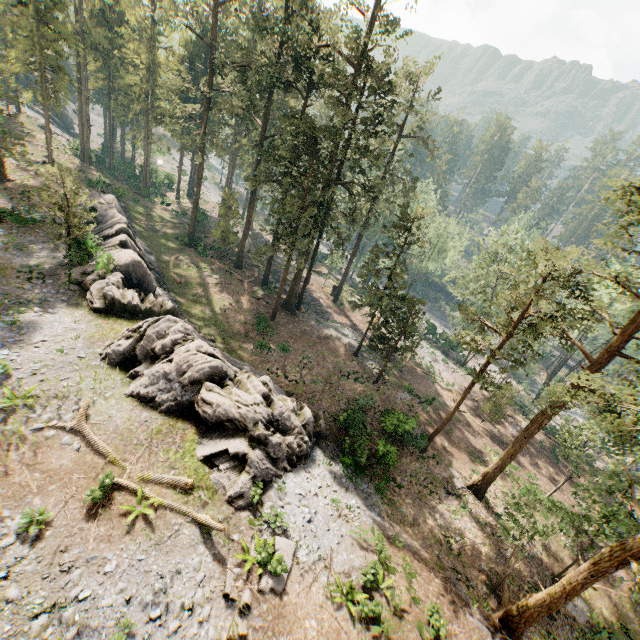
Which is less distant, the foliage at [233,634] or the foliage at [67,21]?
the foliage at [233,634]

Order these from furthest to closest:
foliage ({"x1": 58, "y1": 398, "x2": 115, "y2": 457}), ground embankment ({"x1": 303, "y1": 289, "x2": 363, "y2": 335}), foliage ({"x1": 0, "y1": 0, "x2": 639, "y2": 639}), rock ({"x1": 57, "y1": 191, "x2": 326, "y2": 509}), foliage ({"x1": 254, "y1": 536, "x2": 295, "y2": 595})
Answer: ground embankment ({"x1": 303, "y1": 289, "x2": 363, "y2": 335}) → foliage ({"x1": 0, "y1": 0, "x2": 639, "y2": 639}) → rock ({"x1": 57, "y1": 191, "x2": 326, "y2": 509}) → foliage ({"x1": 58, "y1": 398, "x2": 115, "y2": 457}) → foliage ({"x1": 254, "y1": 536, "x2": 295, "y2": 595})

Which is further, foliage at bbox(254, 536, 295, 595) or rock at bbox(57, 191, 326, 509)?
rock at bbox(57, 191, 326, 509)

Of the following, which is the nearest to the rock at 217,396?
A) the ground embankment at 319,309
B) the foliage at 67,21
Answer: the foliage at 67,21

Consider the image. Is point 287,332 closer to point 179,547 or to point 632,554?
point 179,547

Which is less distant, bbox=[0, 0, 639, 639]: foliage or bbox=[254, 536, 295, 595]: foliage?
bbox=[254, 536, 295, 595]: foliage

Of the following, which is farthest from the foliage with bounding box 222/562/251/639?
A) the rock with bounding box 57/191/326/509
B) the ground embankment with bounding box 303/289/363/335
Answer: the rock with bounding box 57/191/326/509
